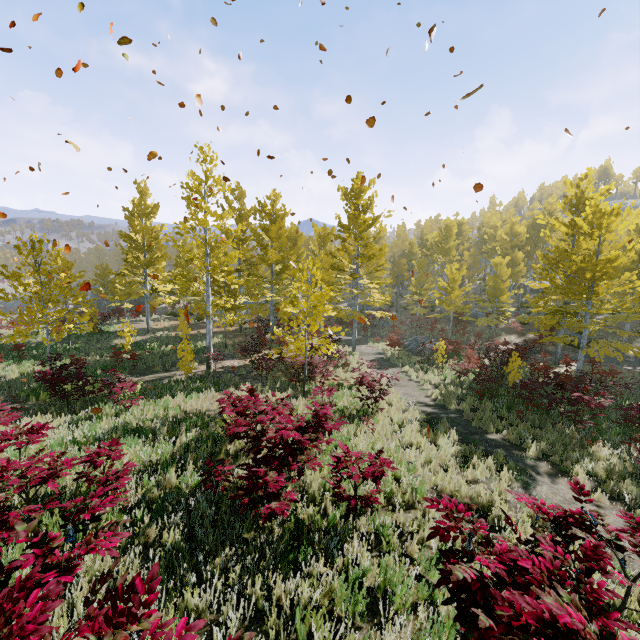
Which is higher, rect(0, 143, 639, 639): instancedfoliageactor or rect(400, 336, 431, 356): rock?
rect(0, 143, 639, 639): instancedfoliageactor

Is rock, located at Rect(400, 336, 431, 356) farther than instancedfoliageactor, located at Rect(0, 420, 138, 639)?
Yes

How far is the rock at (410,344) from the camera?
21.6 meters

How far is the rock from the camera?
21.6m

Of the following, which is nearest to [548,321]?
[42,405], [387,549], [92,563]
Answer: [387,549]

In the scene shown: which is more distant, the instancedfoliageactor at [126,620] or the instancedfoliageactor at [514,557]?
the instancedfoliageactor at [514,557]

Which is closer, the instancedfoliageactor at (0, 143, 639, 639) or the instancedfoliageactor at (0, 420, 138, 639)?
the instancedfoliageactor at (0, 420, 138, 639)

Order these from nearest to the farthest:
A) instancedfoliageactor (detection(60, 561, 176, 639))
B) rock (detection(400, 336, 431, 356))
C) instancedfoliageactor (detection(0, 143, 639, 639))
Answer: instancedfoliageactor (detection(60, 561, 176, 639))
instancedfoliageactor (detection(0, 143, 639, 639))
rock (detection(400, 336, 431, 356))
